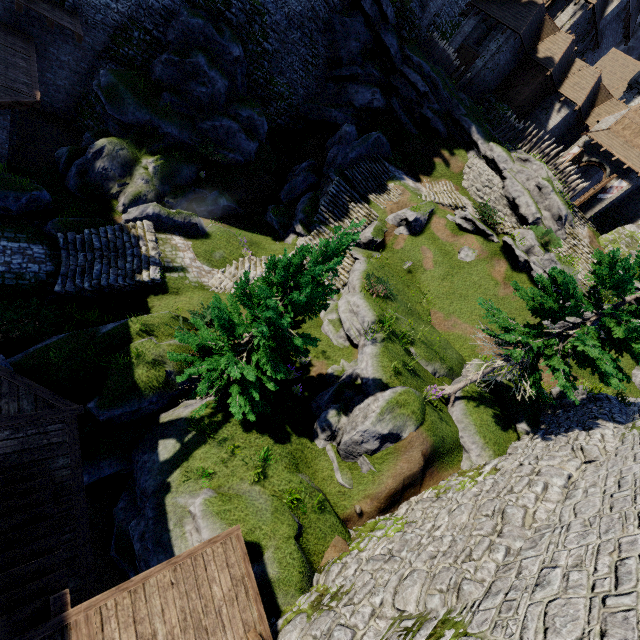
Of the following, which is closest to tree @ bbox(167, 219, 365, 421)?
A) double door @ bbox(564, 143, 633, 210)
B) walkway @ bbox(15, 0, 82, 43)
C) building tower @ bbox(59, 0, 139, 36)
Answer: walkway @ bbox(15, 0, 82, 43)

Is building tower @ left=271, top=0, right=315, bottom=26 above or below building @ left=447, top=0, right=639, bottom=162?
below

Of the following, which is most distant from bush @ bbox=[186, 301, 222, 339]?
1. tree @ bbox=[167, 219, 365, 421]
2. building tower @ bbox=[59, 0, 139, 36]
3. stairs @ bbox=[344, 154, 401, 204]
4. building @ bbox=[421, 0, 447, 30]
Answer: building @ bbox=[421, 0, 447, 30]

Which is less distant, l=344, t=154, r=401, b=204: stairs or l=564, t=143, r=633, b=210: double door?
l=344, t=154, r=401, b=204: stairs

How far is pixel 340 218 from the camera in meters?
22.0

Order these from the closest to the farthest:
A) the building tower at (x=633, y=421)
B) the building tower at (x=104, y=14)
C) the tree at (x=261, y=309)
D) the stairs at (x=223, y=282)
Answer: the building tower at (x=633, y=421), the tree at (x=261, y=309), the stairs at (x=223, y=282), the building tower at (x=104, y=14)

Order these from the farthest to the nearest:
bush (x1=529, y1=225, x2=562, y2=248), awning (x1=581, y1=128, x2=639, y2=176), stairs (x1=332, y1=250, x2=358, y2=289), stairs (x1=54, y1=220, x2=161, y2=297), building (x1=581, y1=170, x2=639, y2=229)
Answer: building (x1=581, y1=170, x2=639, y2=229) → awning (x1=581, y1=128, x2=639, y2=176) → bush (x1=529, y1=225, x2=562, y2=248) → stairs (x1=332, y1=250, x2=358, y2=289) → stairs (x1=54, y1=220, x2=161, y2=297)

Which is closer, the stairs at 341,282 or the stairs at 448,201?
the stairs at 341,282
